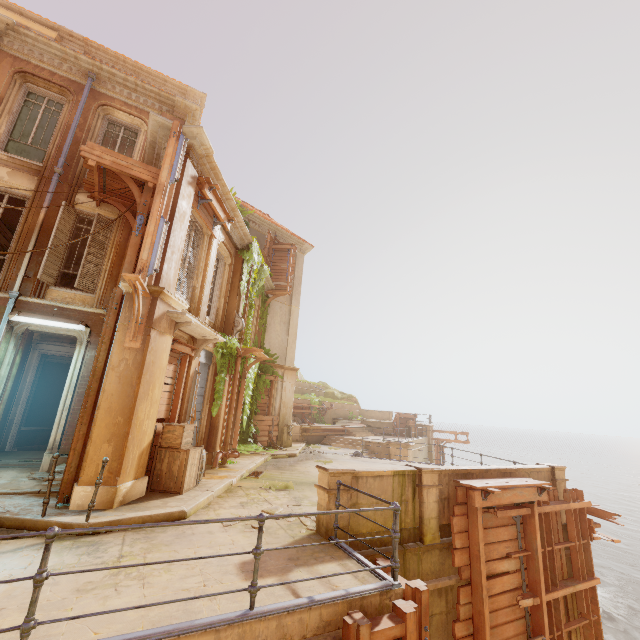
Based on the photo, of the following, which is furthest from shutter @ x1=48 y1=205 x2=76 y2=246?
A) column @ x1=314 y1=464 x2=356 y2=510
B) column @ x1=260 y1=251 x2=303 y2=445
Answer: column @ x1=260 y1=251 x2=303 y2=445

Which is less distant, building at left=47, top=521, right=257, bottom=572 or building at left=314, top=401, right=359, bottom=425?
building at left=47, top=521, right=257, bottom=572

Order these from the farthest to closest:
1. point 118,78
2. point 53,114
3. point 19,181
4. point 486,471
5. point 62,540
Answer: point 118,78 < point 53,114 < point 19,181 < point 486,471 < point 62,540

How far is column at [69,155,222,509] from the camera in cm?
629

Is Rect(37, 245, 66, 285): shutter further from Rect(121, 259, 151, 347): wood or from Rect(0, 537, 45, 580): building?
Rect(0, 537, 45, 580): building

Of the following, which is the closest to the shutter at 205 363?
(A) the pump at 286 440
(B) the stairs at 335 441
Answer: (A) the pump at 286 440

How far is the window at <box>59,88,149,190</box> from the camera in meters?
10.4

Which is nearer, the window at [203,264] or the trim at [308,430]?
the window at [203,264]
